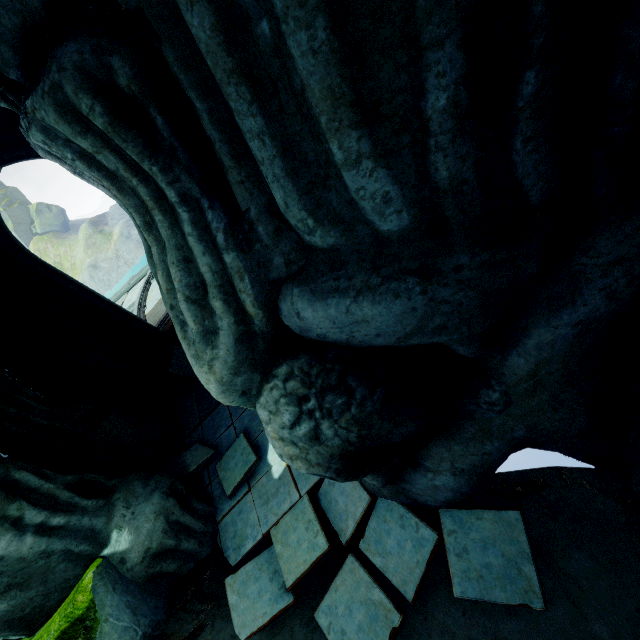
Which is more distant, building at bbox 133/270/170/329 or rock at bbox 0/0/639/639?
building at bbox 133/270/170/329

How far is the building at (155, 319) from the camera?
10.05m

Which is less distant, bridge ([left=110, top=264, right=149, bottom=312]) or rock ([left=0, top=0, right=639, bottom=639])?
rock ([left=0, top=0, right=639, bottom=639])

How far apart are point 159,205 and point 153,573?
5.0m

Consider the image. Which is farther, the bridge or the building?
the bridge

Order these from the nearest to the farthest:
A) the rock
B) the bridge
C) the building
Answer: the rock
the building
the bridge

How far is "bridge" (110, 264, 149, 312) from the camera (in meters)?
14.36

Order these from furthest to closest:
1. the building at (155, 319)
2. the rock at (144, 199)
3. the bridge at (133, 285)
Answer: the bridge at (133, 285) < the building at (155, 319) < the rock at (144, 199)
